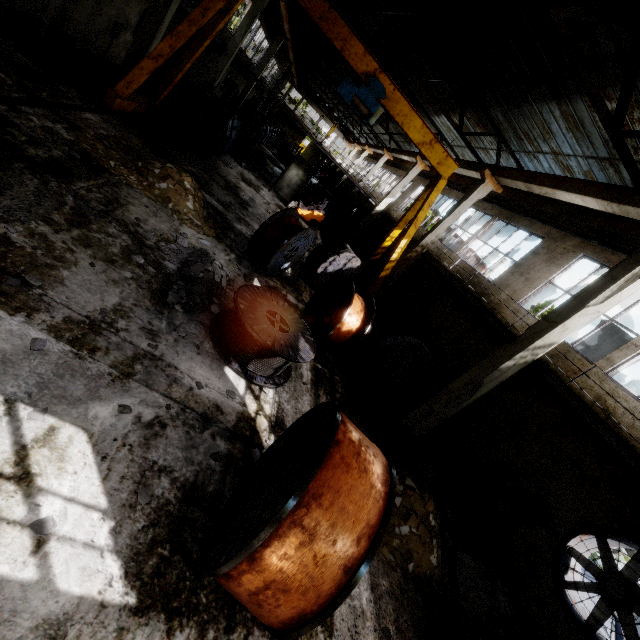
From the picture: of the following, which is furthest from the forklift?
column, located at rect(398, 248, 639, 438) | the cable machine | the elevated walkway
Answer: the cable machine

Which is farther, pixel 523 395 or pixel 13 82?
pixel 523 395

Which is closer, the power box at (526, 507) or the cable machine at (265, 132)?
the power box at (526, 507)

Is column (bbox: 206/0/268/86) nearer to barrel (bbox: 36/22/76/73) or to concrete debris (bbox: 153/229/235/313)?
barrel (bbox: 36/22/76/73)

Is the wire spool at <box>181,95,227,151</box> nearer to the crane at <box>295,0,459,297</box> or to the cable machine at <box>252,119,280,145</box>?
the crane at <box>295,0,459,297</box>

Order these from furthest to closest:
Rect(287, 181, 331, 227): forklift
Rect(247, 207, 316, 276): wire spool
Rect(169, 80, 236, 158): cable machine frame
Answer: Rect(287, 181, 331, 227): forklift
Rect(169, 80, 236, 158): cable machine frame
Rect(247, 207, 316, 276): wire spool

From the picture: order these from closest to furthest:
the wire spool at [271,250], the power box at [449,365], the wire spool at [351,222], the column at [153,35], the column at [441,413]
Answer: the column at [441,413] < the wire spool at [271,250] < the column at [153,35] < the power box at [449,365] < the wire spool at [351,222]

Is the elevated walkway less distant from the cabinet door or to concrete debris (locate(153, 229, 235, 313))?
the cabinet door
